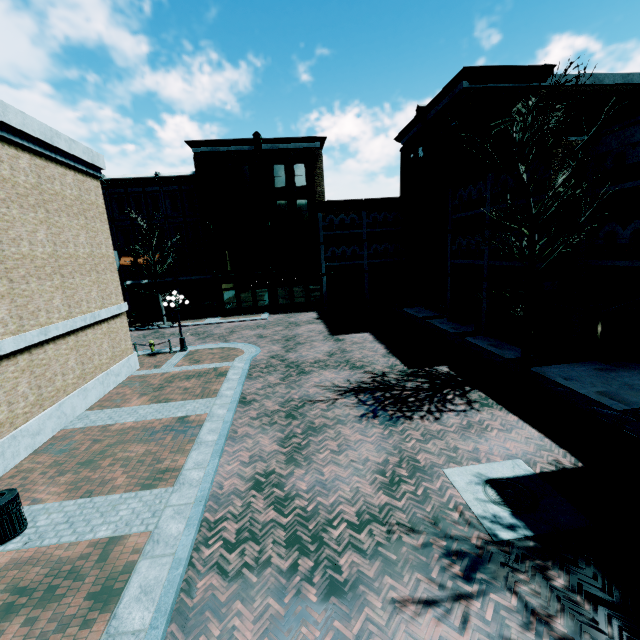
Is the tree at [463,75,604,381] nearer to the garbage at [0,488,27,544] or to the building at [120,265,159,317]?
the building at [120,265,159,317]

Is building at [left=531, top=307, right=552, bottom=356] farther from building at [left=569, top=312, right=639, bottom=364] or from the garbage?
the garbage

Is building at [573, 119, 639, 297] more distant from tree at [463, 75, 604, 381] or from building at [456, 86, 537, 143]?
tree at [463, 75, 604, 381]

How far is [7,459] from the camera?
8.95m

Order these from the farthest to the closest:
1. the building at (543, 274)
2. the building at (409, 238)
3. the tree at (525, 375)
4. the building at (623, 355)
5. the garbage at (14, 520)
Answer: the building at (409, 238) < the building at (543, 274) < the building at (623, 355) < the tree at (525, 375) < the garbage at (14, 520)

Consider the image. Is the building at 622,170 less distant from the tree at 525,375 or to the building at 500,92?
the building at 500,92

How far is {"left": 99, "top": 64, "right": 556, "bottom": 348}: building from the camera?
18.50m
